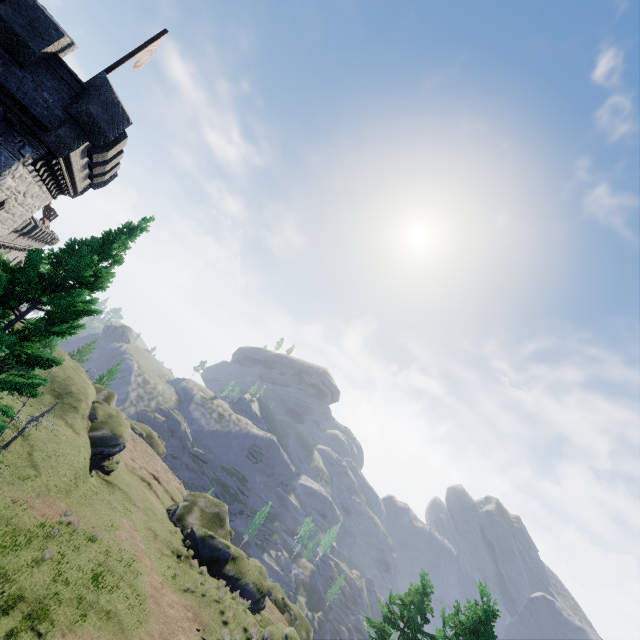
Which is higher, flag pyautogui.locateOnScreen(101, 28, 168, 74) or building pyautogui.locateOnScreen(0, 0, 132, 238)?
flag pyautogui.locateOnScreen(101, 28, 168, 74)

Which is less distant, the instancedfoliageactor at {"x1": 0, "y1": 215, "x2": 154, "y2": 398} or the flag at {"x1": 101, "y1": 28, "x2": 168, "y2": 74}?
the instancedfoliageactor at {"x1": 0, "y1": 215, "x2": 154, "y2": 398}

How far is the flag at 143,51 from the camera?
13.4 meters

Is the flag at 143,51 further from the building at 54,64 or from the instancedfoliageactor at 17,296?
the instancedfoliageactor at 17,296

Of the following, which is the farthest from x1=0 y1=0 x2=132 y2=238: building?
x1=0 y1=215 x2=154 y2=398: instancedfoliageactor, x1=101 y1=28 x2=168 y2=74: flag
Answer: x1=0 y1=215 x2=154 y2=398: instancedfoliageactor

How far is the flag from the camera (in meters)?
13.38

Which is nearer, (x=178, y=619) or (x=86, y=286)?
(x=86, y=286)

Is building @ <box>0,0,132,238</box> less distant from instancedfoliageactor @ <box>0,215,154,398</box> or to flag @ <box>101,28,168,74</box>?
flag @ <box>101,28,168,74</box>
